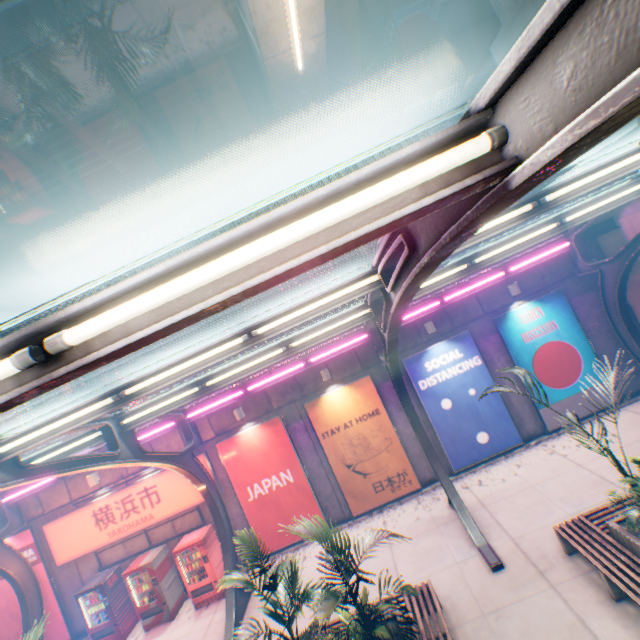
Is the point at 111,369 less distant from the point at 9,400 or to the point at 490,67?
the point at 9,400

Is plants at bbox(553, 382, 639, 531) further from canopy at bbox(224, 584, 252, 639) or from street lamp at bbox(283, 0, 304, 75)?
street lamp at bbox(283, 0, 304, 75)

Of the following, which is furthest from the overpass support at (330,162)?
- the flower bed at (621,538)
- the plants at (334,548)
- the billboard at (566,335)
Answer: the flower bed at (621,538)

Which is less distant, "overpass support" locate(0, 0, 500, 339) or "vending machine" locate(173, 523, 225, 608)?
"overpass support" locate(0, 0, 500, 339)

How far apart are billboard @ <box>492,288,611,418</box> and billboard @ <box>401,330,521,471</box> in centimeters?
89cm

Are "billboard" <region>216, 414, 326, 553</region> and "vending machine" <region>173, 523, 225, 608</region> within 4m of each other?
yes

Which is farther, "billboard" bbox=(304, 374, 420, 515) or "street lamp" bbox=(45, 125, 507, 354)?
"billboard" bbox=(304, 374, 420, 515)

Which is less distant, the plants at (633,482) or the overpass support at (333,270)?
the plants at (633,482)
